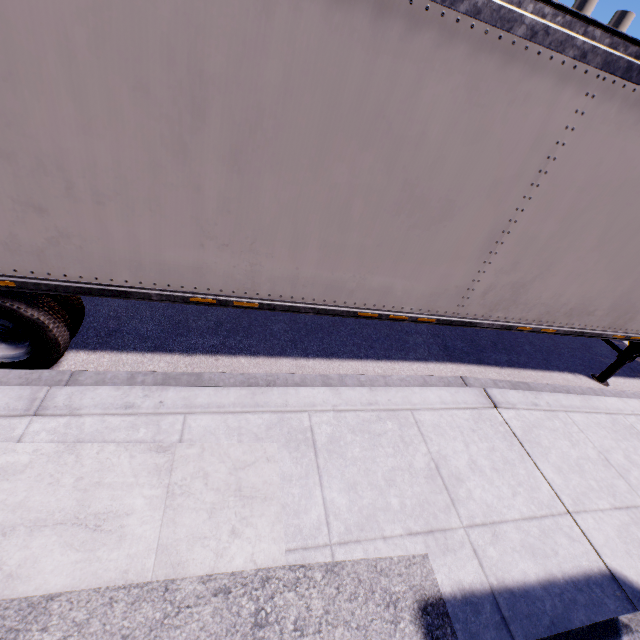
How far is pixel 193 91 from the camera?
2.18m
